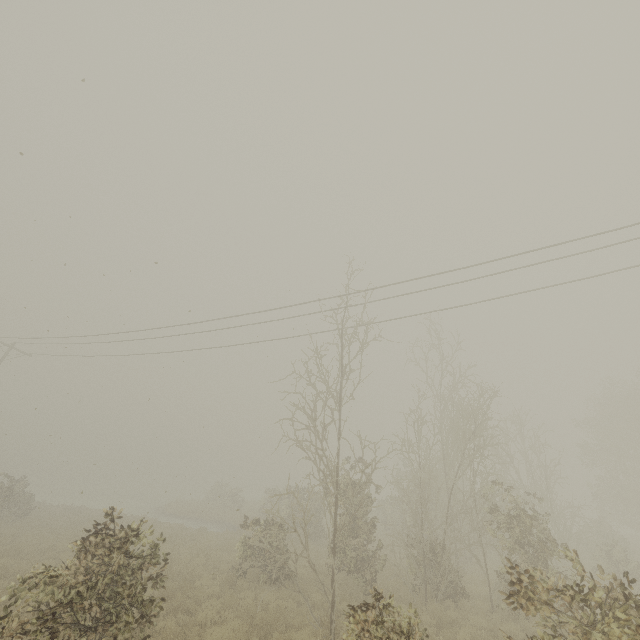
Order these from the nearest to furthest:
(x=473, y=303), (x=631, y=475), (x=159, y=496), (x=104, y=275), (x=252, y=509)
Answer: (x=104, y=275)
(x=473, y=303)
(x=631, y=475)
(x=252, y=509)
(x=159, y=496)
